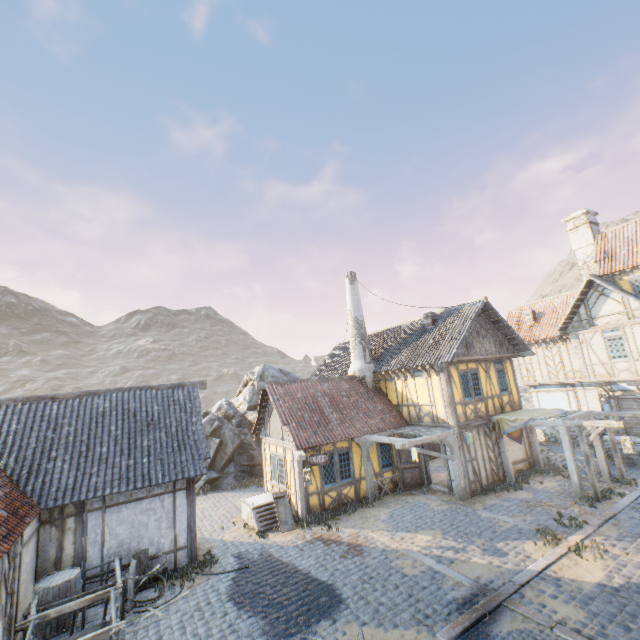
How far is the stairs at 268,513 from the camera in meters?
12.9

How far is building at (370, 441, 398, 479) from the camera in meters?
15.4

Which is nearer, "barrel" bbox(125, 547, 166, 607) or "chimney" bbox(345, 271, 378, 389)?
"barrel" bbox(125, 547, 166, 607)

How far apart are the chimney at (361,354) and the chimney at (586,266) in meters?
14.5

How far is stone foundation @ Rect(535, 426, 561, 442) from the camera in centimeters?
2181cm

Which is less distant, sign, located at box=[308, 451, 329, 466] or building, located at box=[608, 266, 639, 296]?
sign, located at box=[308, 451, 329, 466]

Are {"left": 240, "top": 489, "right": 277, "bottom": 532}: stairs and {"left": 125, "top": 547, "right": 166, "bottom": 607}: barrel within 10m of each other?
yes

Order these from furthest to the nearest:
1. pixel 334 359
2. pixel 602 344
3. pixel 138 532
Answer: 1. pixel 334 359
2. pixel 602 344
3. pixel 138 532
